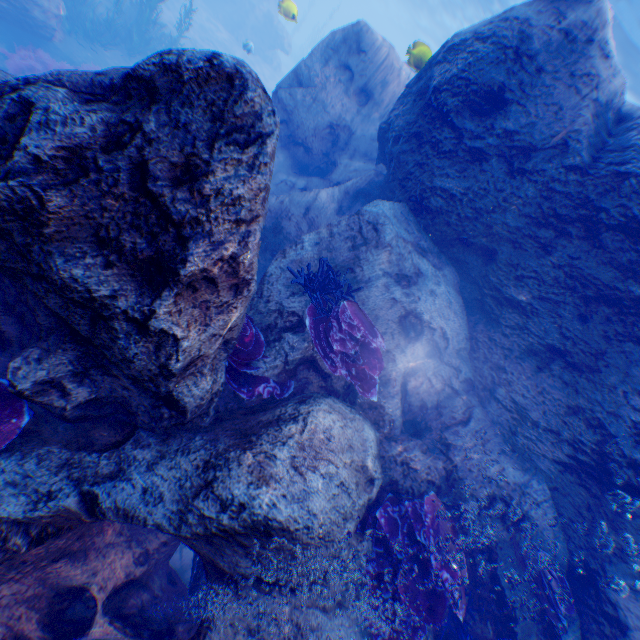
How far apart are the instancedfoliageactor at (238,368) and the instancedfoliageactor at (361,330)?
0.7m

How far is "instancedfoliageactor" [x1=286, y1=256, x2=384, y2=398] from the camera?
4.3 meters

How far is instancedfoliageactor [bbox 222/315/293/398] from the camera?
4.1 meters

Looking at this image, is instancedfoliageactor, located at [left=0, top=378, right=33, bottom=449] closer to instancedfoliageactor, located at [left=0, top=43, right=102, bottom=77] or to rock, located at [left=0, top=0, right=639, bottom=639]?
rock, located at [left=0, top=0, right=639, bottom=639]

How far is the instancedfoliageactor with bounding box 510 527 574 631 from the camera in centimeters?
392cm

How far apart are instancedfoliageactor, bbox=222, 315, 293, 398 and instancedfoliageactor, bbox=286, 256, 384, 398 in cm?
67

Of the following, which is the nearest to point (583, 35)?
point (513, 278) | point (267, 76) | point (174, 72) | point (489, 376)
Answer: point (513, 278)

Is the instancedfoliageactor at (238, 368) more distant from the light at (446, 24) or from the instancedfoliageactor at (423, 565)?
the light at (446, 24)
